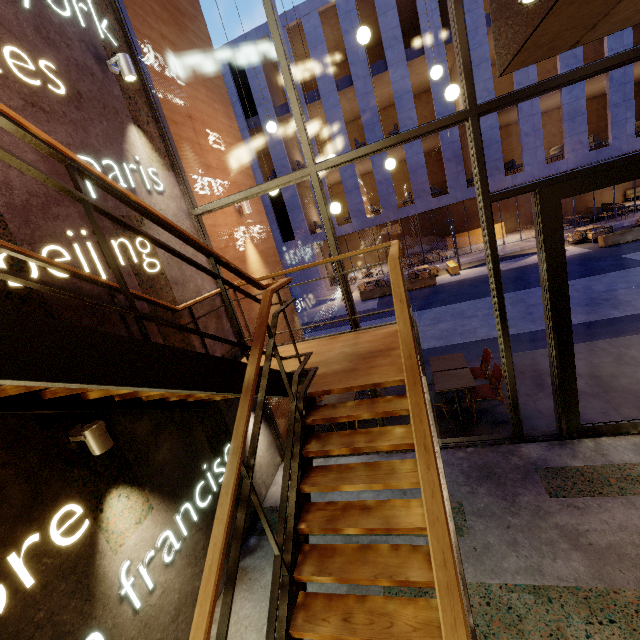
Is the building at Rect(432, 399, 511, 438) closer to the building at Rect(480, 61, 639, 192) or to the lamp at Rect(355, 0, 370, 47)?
the lamp at Rect(355, 0, 370, 47)

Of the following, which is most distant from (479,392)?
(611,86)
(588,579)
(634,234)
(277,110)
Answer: (277,110)

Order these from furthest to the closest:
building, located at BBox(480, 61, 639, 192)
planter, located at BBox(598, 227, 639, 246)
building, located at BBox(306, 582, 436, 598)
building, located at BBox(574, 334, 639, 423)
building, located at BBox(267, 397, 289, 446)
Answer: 1. building, located at BBox(480, 61, 639, 192)
2. planter, located at BBox(598, 227, 639, 246)
3. building, located at BBox(267, 397, 289, 446)
4. building, located at BBox(574, 334, 639, 423)
5. building, located at BBox(306, 582, 436, 598)

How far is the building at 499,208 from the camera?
19.5 meters

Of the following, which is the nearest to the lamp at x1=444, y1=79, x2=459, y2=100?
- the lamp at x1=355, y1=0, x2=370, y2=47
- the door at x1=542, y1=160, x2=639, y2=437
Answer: the door at x1=542, y1=160, x2=639, y2=437

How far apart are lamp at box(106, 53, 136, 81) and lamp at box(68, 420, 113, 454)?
4.05m

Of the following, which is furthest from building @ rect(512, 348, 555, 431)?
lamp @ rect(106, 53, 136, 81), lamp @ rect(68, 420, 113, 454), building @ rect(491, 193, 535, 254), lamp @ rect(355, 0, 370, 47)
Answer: building @ rect(491, 193, 535, 254)

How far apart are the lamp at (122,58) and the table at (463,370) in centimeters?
618cm
